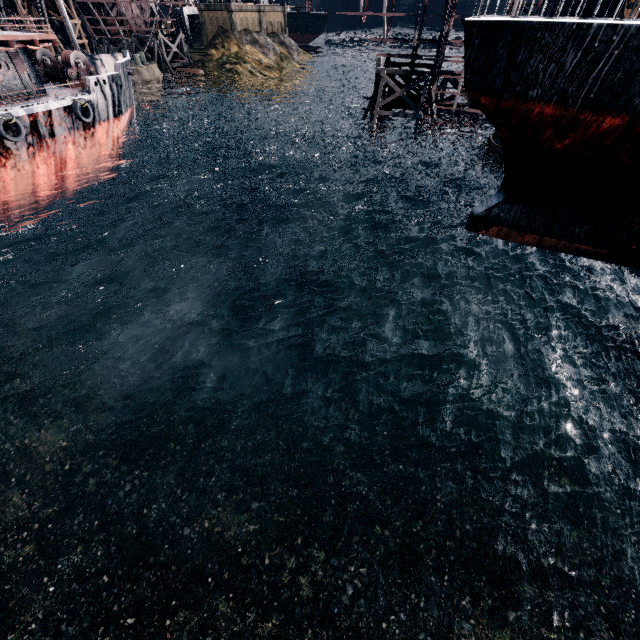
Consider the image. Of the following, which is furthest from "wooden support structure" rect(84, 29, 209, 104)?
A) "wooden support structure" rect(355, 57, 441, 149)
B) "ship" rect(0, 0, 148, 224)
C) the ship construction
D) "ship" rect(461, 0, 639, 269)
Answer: "ship" rect(461, 0, 639, 269)

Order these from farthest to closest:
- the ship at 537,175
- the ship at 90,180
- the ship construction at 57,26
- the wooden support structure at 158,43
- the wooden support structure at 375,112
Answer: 1. the ship construction at 57,26
2. the wooden support structure at 158,43
3. the wooden support structure at 375,112
4. the ship at 90,180
5. the ship at 537,175

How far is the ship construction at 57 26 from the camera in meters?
54.8

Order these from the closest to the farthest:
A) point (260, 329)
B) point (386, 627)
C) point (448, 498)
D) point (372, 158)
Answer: point (386, 627) < point (448, 498) < point (260, 329) < point (372, 158)

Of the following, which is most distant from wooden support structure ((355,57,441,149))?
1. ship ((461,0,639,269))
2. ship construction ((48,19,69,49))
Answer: ship construction ((48,19,69,49))

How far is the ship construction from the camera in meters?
54.8 m

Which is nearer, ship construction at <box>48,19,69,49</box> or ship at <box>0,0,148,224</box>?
ship at <box>0,0,148,224</box>

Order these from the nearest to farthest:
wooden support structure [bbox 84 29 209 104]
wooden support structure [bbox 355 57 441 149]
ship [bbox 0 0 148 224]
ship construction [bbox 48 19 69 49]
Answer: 1. ship [bbox 0 0 148 224]
2. wooden support structure [bbox 355 57 441 149]
3. wooden support structure [bbox 84 29 209 104]
4. ship construction [bbox 48 19 69 49]
